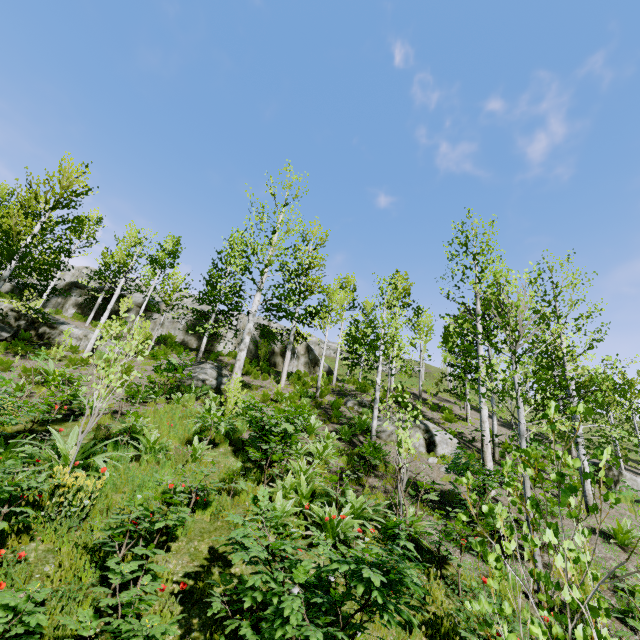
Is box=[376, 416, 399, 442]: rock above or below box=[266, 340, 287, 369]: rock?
→ below

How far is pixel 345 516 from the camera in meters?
5.6 m

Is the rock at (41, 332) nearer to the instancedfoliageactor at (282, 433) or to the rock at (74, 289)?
the instancedfoliageactor at (282, 433)

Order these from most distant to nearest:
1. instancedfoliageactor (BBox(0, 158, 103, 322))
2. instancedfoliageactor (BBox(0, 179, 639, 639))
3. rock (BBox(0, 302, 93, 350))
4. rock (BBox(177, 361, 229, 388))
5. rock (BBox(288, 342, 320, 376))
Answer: rock (BBox(288, 342, 320, 376))
rock (BBox(0, 302, 93, 350))
rock (BBox(177, 361, 229, 388))
instancedfoliageactor (BBox(0, 158, 103, 322))
instancedfoliageactor (BBox(0, 179, 639, 639))

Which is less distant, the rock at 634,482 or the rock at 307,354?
the rock at 634,482

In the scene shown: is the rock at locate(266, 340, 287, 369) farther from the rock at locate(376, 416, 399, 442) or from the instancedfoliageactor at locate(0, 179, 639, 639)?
the rock at locate(376, 416, 399, 442)

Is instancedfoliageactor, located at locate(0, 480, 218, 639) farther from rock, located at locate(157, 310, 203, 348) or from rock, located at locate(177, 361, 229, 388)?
rock, located at locate(177, 361, 229, 388)
